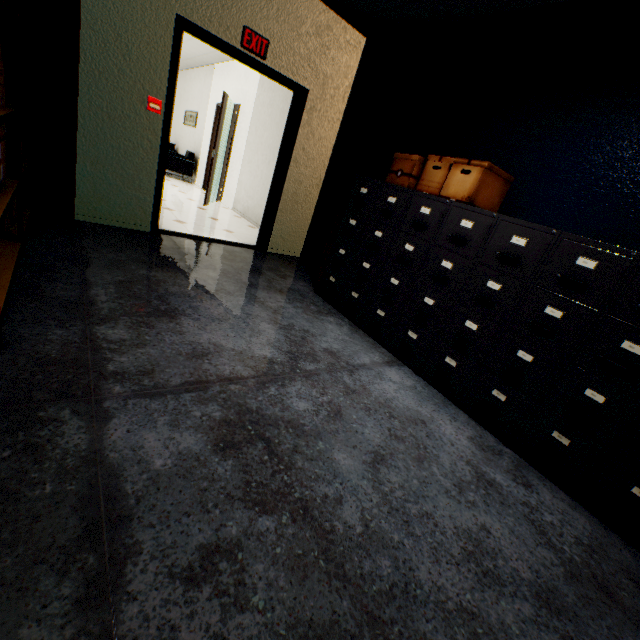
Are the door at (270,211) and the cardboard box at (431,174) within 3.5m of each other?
yes

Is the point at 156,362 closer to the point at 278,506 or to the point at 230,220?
the point at 278,506

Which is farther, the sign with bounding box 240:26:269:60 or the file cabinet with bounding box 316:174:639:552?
the sign with bounding box 240:26:269:60

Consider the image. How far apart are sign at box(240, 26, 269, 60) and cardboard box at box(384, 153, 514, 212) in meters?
2.0

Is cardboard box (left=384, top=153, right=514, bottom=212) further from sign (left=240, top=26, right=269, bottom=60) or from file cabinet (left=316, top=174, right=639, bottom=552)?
sign (left=240, top=26, right=269, bottom=60)

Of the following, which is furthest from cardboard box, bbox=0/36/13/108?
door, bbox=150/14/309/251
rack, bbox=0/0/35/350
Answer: door, bbox=150/14/309/251

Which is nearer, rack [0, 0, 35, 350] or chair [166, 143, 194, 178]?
rack [0, 0, 35, 350]

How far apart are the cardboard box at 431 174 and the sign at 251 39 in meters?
2.0 m
